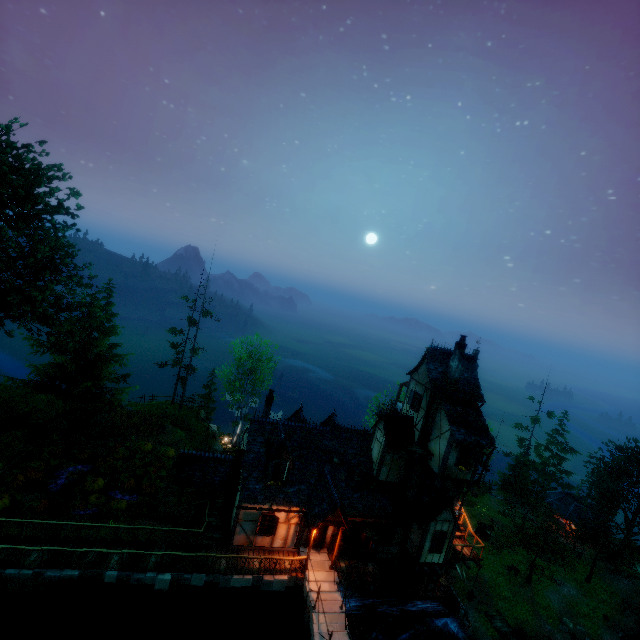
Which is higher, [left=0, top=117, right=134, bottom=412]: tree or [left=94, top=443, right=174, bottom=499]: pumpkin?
[left=0, top=117, right=134, bottom=412]: tree

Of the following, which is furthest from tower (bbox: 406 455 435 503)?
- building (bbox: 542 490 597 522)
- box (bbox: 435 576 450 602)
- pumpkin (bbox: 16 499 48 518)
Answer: building (bbox: 542 490 597 522)

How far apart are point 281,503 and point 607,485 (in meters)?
44.64

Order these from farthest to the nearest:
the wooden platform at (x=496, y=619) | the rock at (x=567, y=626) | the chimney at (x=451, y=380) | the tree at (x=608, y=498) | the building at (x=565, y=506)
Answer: the building at (x=565, y=506), the tree at (x=608, y=498), the rock at (x=567, y=626), the wooden platform at (x=496, y=619), the chimney at (x=451, y=380)

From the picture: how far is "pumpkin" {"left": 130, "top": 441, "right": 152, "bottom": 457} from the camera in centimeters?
2519cm

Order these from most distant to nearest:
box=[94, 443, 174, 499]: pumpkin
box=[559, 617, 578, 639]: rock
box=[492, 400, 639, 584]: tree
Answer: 1. box=[492, 400, 639, 584]: tree
2. box=[559, 617, 578, 639]: rock
3. box=[94, 443, 174, 499]: pumpkin

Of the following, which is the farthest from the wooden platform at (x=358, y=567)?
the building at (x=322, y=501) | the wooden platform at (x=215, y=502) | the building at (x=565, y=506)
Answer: the building at (x=565, y=506)

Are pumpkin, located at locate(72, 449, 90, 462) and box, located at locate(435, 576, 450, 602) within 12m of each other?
no
